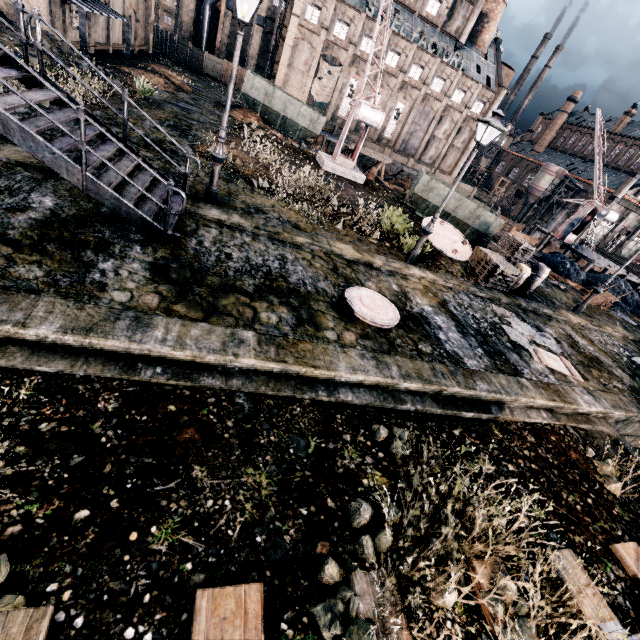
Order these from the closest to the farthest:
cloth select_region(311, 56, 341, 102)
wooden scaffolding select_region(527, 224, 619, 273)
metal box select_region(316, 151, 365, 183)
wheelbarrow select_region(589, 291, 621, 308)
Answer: wheelbarrow select_region(589, 291, 621, 308) < metal box select_region(316, 151, 365, 183) < wooden scaffolding select_region(527, 224, 619, 273) < cloth select_region(311, 56, 341, 102)

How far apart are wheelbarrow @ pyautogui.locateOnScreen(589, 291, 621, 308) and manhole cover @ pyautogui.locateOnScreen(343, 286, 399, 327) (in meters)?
19.16

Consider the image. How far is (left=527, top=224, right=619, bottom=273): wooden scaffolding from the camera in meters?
31.6 m

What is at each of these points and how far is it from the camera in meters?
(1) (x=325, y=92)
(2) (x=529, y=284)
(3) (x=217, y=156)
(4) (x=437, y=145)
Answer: (1) cloth, 51.3 m
(2) wooden barrel, 16.9 m
(3) street light, 9.9 m
(4) building, 59.3 m

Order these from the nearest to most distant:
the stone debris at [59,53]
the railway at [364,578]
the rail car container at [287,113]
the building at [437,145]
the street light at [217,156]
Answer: the railway at [364,578], the street light at [217,156], the stone debris at [59,53], the rail car container at [287,113], the building at [437,145]

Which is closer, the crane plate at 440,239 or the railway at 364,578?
the railway at 364,578

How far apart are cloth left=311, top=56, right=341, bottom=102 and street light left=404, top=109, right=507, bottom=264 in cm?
4961

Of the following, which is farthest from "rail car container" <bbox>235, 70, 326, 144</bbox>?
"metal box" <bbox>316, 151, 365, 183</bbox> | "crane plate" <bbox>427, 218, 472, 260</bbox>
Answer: "crane plate" <bbox>427, 218, 472, 260</bbox>
